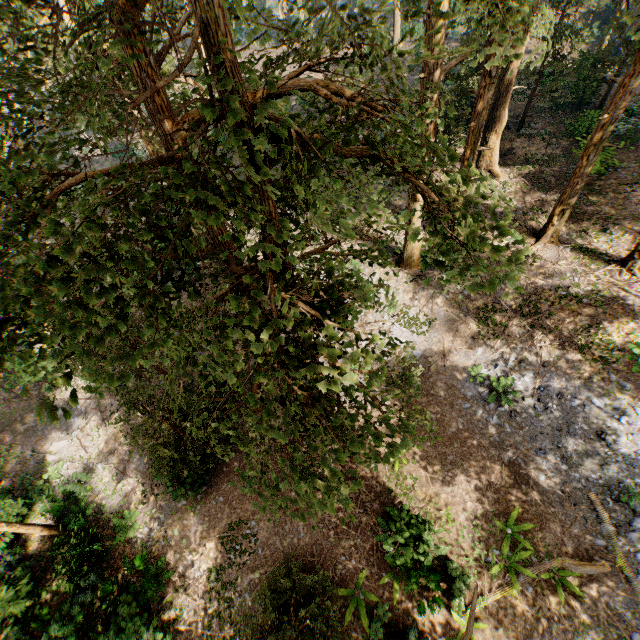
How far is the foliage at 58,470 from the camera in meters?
18.2

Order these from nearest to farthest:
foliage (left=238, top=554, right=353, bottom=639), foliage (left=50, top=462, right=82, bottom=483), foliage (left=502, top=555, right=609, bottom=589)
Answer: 1. foliage (left=238, top=554, right=353, bottom=639)
2. foliage (left=502, top=555, right=609, bottom=589)
3. foliage (left=50, top=462, right=82, bottom=483)

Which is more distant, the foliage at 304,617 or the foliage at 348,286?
the foliage at 304,617

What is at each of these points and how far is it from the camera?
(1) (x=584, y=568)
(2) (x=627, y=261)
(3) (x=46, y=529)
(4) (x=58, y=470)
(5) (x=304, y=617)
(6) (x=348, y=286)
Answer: (1) foliage, 11.5m
(2) foliage, 15.4m
(3) foliage, 16.2m
(4) foliage, 18.6m
(5) foliage, 9.9m
(6) foliage, 4.8m

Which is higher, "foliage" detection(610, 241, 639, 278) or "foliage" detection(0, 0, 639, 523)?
"foliage" detection(0, 0, 639, 523)

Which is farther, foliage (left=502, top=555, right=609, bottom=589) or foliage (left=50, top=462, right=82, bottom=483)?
foliage (left=50, top=462, right=82, bottom=483)
